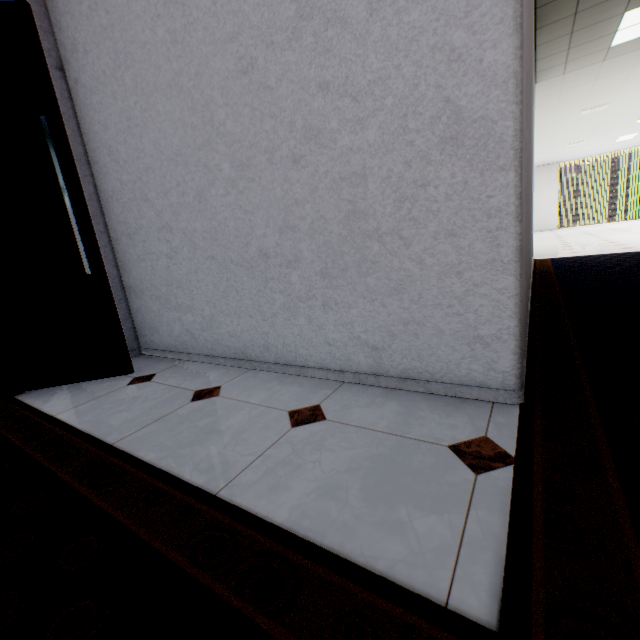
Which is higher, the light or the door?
the light

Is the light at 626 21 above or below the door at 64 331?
above

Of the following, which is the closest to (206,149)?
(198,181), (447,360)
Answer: (198,181)

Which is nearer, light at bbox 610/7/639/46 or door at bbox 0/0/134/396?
door at bbox 0/0/134/396

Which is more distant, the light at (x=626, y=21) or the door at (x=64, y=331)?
the light at (x=626, y=21)
